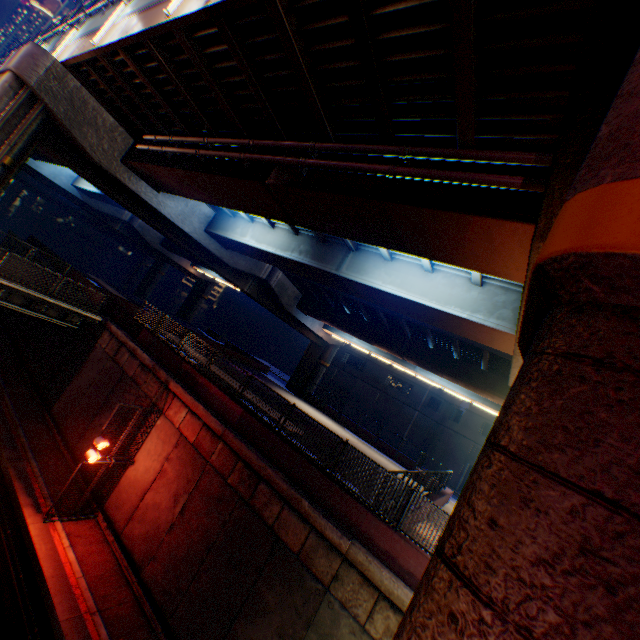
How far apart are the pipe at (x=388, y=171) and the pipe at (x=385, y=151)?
0.3 meters

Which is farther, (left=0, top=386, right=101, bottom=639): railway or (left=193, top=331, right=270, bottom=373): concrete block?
(left=193, top=331, right=270, bottom=373): concrete block

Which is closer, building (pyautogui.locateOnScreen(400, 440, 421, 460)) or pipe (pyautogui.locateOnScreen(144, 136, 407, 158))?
pipe (pyautogui.locateOnScreen(144, 136, 407, 158))

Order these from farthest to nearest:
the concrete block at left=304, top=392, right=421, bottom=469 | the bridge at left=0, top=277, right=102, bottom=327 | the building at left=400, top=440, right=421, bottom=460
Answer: the building at left=400, top=440, right=421, bottom=460 < the concrete block at left=304, top=392, right=421, bottom=469 < the bridge at left=0, top=277, right=102, bottom=327

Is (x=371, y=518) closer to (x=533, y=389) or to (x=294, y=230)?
(x=533, y=389)

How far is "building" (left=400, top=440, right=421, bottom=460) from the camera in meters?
40.4

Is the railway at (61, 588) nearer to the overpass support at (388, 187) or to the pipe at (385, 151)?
the overpass support at (388, 187)
